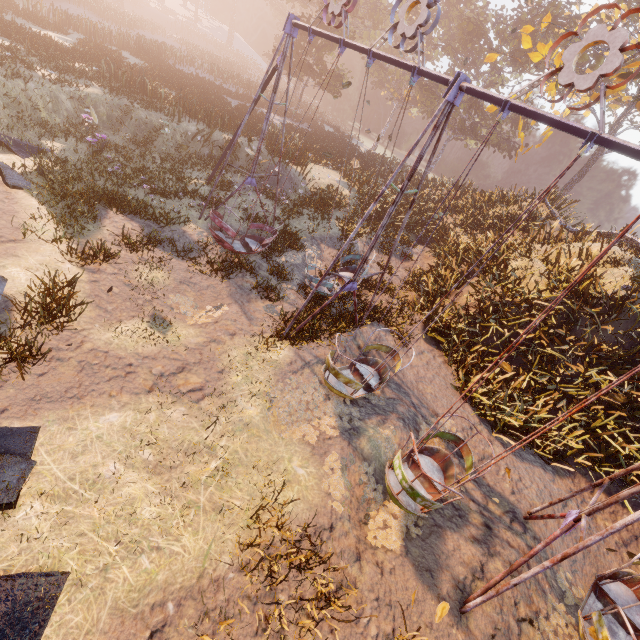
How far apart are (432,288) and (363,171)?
15.1m

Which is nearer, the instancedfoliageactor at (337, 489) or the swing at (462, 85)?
the swing at (462, 85)

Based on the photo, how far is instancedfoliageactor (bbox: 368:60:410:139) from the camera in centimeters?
4303cm

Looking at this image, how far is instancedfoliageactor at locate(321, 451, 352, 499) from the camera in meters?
5.6

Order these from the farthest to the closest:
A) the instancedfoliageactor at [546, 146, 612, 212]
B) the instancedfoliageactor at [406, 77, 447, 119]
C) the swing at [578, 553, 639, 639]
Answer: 1. the instancedfoliageactor at [406, 77, 447, 119]
2. the instancedfoliageactor at [546, 146, 612, 212]
3. the swing at [578, 553, 639, 639]

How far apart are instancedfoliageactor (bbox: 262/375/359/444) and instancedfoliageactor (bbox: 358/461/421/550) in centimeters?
38cm

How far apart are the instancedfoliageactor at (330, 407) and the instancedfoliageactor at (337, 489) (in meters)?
0.38
